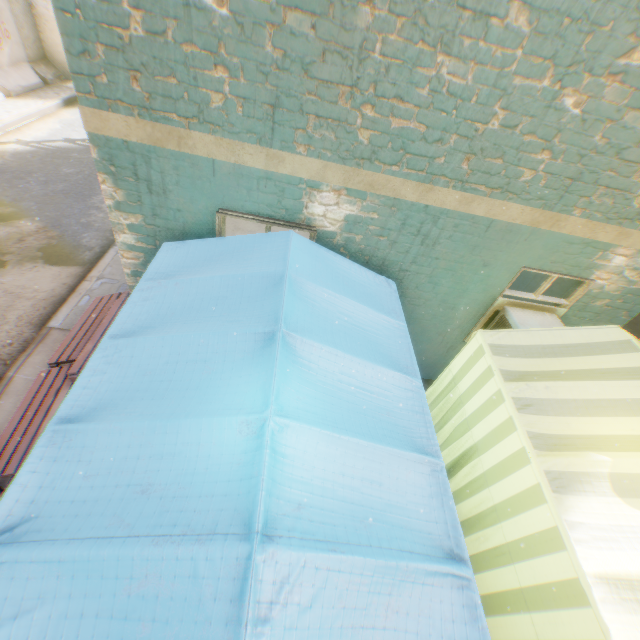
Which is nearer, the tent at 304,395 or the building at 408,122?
the tent at 304,395

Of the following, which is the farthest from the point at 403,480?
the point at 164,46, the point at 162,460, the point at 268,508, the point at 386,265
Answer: the point at 164,46

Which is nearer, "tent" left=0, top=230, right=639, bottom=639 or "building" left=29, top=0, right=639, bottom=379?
"tent" left=0, top=230, right=639, bottom=639

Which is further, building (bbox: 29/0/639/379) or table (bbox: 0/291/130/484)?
table (bbox: 0/291/130/484)

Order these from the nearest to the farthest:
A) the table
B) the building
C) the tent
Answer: the tent
the building
the table

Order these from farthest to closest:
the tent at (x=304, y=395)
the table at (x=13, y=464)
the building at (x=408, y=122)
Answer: the table at (x=13, y=464), the building at (x=408, y=122), the tent at (x=304, y=395)

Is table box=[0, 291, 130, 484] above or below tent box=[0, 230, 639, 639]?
below

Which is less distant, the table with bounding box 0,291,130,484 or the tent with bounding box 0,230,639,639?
the tent with bounding box 0,230,639,639
